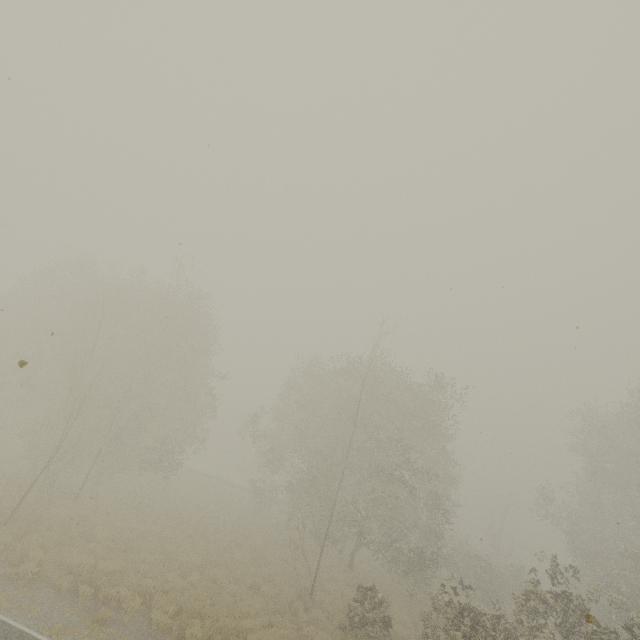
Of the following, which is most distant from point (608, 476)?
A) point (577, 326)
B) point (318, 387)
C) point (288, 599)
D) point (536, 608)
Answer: point (577, 326)
